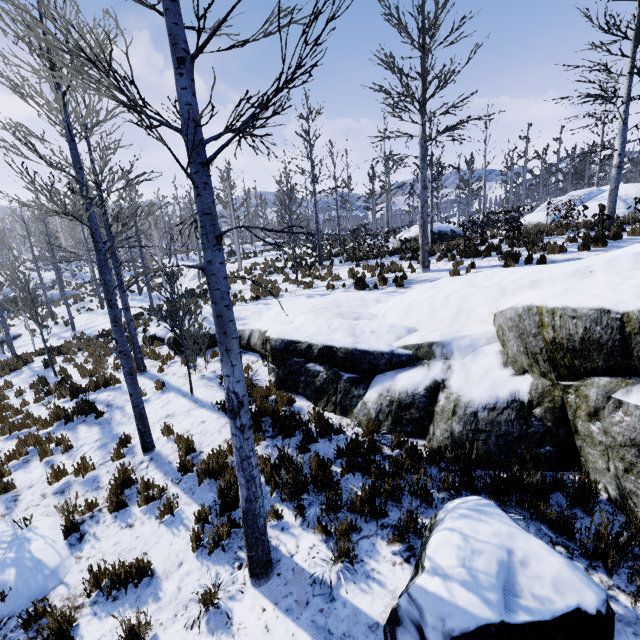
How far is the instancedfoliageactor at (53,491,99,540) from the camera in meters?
5.3

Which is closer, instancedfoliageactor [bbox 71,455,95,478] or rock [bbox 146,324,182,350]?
instancedfoliageactor [bbox 71,455,95,478]

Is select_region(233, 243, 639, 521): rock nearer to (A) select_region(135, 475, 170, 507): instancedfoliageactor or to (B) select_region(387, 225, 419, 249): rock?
(A) select_region(135, 475, 170, 507): instancedfoliageactor

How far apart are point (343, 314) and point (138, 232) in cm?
3580

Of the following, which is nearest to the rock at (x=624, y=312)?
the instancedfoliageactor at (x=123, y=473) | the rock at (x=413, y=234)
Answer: the instancedfoliageactor at (x=123, y=473)

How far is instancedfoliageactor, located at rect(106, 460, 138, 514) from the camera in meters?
5.6

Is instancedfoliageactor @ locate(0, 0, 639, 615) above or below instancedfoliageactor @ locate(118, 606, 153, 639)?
above

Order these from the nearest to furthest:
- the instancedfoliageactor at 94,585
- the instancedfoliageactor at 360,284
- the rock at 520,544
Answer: the rock at 520,544
the instancedfoliageactor at 94,585
the instancedfoliageactor at 360,284
